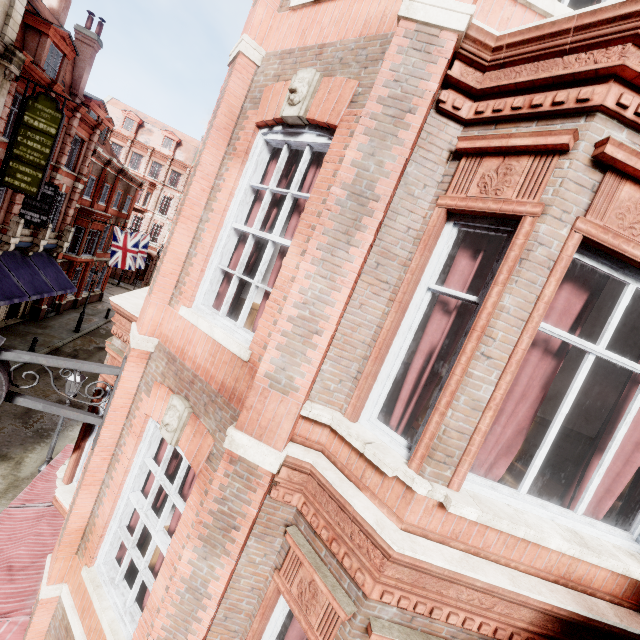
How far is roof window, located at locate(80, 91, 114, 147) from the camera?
21.51m

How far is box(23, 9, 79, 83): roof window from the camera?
15.6m

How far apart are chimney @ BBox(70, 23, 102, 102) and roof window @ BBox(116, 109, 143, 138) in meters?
25.2 m

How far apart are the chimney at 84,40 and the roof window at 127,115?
25.2 meters

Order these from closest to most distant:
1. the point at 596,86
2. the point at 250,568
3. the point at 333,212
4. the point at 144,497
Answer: the point at 596,86
the point at 333,212
the point at 250,568
the point at 144,497

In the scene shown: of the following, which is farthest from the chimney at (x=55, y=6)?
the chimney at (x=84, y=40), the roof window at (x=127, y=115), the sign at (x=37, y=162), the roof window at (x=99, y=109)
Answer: the roof window at (x=127, y=115)

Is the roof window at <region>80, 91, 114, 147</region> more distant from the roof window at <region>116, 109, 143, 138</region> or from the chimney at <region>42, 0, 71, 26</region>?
the roof window at <region>116, 109, 143, 138</region>

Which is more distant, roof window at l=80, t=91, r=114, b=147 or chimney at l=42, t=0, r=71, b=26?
roof window at l=80, t=91, r=114, b=147
